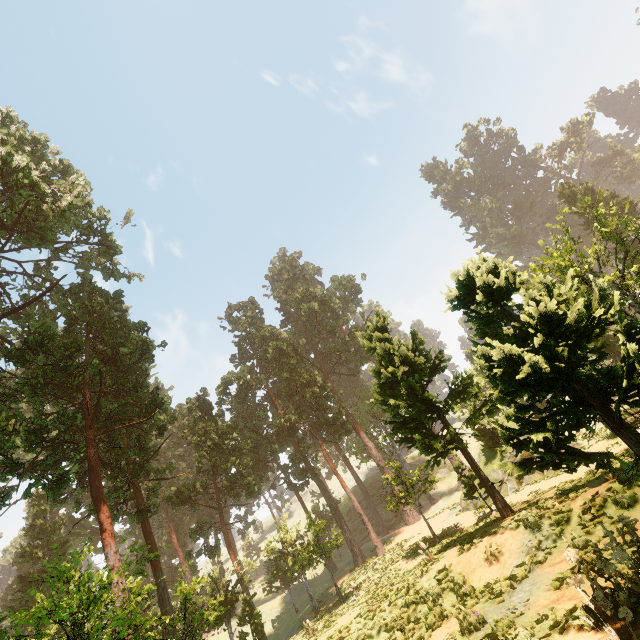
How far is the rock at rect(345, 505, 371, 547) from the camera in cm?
4766

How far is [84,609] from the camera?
9.8m

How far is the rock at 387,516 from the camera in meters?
48.2 m

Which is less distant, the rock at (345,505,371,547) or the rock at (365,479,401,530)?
the rock at (345,505,371,547)

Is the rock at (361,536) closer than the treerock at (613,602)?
No

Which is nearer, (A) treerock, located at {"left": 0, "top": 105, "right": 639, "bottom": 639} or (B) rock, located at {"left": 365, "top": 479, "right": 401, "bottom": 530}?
(A) treerock, located at {"left": 0, "top": 105, "right": 639, "bottom": 639}

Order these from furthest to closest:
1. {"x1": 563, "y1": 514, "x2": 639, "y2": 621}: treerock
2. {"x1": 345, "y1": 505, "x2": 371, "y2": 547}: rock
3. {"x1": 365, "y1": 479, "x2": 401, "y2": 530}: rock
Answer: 1. {"x1": 365, "y1": 479, "x2": 401, "y2": 530}: rock
2. {"x1": 345, "y1": 505, "x2": 371, "y2": 547}: rock
3. {"x1": 563, "y1": 514, "x2": 639, "y2": 621}: treerock
